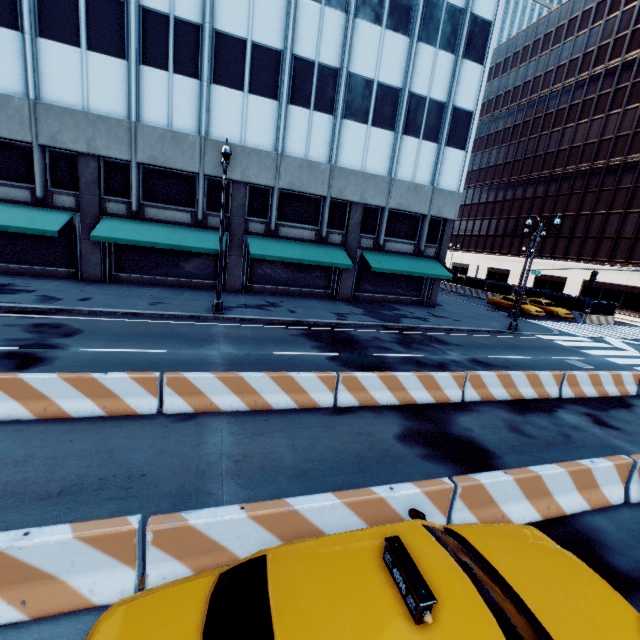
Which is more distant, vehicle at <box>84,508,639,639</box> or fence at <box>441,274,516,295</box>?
fence at <box>441,274,516,295</box>

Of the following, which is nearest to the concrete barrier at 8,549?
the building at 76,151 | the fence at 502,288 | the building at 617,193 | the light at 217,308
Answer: the light at 217,308

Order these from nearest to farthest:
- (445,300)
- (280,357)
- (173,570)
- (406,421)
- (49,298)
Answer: (173,570) → (406,421) → (280,357) → (49,298) → (445,300)

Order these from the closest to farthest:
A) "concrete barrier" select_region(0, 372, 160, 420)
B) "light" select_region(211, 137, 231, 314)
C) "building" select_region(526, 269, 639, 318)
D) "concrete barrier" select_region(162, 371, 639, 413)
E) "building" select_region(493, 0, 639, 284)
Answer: "concrete barrier" select_region(0, 372, 160, 420), "concrete barrier" select_region(162, 371, 639, 413), "light" select_region(211, 137, 231, 314), "building" select_region(526, 269, 639, 318), "building" select_region(493, 0, 639, 284)

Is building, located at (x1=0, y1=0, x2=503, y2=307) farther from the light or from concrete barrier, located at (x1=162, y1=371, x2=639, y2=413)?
concrete barrier, located at (x1=162, y1=371, x2=639, y2=413)

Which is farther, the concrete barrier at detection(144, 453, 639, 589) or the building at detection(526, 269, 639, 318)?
the building at detection(526, 269, 639, 318)

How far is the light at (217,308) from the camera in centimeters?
1303cm

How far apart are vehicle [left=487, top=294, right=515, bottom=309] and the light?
26.5m
